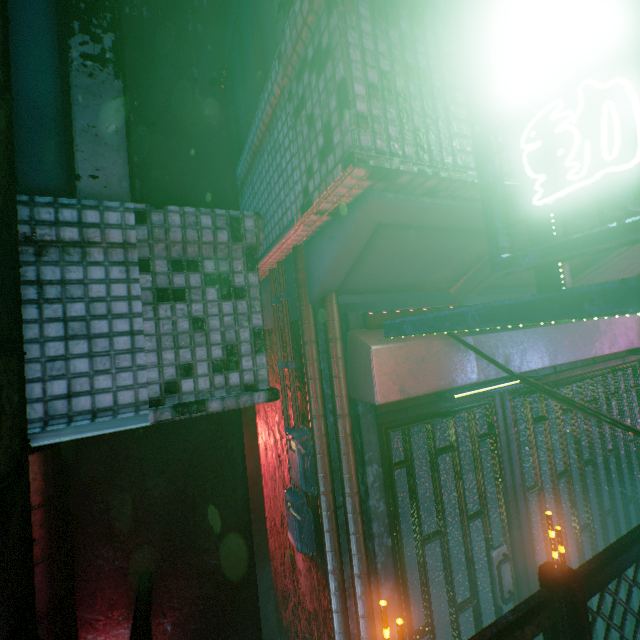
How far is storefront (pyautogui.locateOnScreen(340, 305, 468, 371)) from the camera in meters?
1.8 m

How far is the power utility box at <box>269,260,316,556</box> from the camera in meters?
1.9

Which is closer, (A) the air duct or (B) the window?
(A) the air duct

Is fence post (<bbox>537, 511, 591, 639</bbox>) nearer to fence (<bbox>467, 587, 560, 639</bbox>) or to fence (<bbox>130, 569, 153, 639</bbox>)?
fence (<bbox>467, 587, 560, 639</bbox>)

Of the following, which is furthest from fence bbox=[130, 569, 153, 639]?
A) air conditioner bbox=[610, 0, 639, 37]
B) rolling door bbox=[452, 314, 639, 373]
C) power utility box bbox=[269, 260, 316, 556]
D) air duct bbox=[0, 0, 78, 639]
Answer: air conditioner bbox=[610, 0, 639, 37]

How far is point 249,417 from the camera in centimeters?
445cm

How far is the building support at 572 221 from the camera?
1.8 meters
